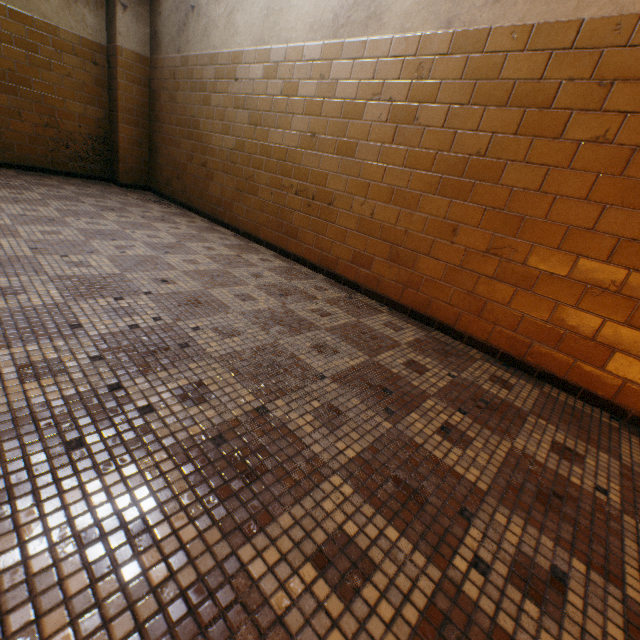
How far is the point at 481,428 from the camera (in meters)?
1.53
